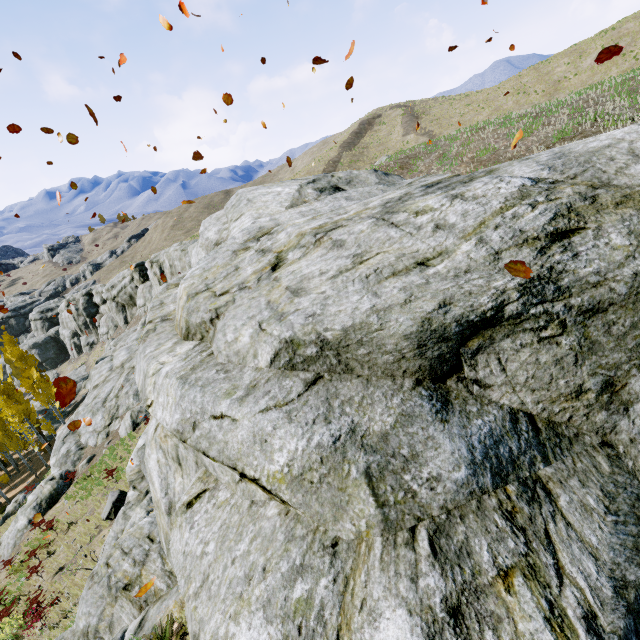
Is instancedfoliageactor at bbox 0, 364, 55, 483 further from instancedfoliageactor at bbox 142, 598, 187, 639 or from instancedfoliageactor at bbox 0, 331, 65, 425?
instancedfoliageactor at bbox 142, 598, 187, 639

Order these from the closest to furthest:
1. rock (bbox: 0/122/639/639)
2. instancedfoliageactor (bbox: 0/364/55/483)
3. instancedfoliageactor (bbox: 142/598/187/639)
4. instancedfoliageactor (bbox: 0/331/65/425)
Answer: rock (bbox: 0/122/639/639) → instancedfoliageactor (bbox: 142/598/187/639) → instancedfoliageactor (bbox: 0/364/55/483) → instancedfoliageactor (bbox: 0/331/65/425)

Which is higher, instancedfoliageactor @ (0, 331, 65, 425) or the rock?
the rock

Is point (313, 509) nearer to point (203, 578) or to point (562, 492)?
point (203, 578)

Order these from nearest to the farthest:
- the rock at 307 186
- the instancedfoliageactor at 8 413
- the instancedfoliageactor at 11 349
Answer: the rock at 307 186 < the instancedfoliageactor at 8 413 < the instancedfoliageactor at 11 349

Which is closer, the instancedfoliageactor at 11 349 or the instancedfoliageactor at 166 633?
the instancedfoliageactor at 166 633

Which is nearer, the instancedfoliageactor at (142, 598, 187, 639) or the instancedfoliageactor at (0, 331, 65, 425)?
the instancedfoliageactor at (142, 598, 187, 639)

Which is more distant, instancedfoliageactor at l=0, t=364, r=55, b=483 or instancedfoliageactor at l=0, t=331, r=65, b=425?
instancedfoliageactor at l=0, t=331, r=65, b=425
